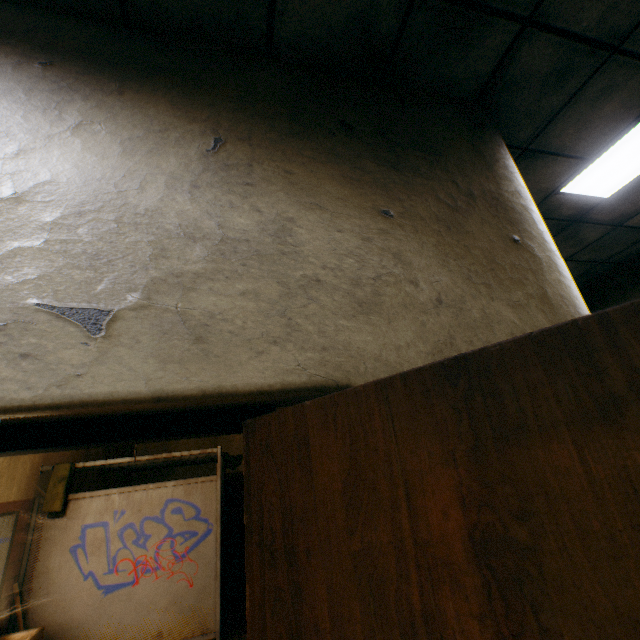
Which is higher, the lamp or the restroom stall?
the lamp

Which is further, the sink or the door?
the sink

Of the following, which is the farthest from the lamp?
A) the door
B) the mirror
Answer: the mirror

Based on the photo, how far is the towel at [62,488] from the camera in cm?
368

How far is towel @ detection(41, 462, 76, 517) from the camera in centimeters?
368cm

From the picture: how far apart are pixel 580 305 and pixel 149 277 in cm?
186

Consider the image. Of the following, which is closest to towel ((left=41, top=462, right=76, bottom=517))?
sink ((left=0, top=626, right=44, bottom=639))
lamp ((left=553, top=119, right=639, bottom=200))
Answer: sink ((left=0, top=626, right=44, bottom=639))

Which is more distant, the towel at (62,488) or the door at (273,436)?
the towel at (62,488)
